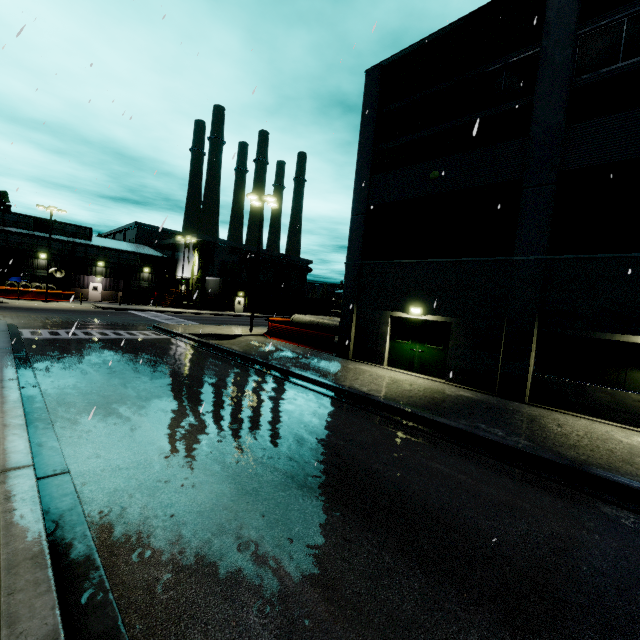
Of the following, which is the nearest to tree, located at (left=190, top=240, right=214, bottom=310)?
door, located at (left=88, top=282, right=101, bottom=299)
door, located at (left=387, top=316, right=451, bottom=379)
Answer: door, located at (left=88, top=282, right=101, bottom=299)

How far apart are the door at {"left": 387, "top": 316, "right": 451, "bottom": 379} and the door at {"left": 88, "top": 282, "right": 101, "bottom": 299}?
47.4m

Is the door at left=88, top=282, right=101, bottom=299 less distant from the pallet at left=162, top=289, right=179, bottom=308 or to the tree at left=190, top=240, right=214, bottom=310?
the pallet at left=162, top=289, right=179, bottom=308

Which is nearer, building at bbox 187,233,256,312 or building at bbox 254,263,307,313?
building at bbox 187,233,256,312

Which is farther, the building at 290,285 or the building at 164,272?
the building at 290,285

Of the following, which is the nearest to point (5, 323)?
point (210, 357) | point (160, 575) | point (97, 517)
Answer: point (210, 357)

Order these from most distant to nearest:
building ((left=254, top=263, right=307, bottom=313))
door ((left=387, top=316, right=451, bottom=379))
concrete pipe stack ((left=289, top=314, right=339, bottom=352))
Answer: building ((left=254, top=263, right=307, bottom=313))
concrete pipe stack ((left=289, top=314, right=339, bottom=352))
door ((left=387, top=316, right=451, bottom=379))

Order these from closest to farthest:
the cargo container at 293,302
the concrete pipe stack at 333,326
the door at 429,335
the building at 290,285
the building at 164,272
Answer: the door at 429,335, the concrete pipe stack at 333,326, the building at 164,272, the cargo container at 293,302, the building at 290,285
